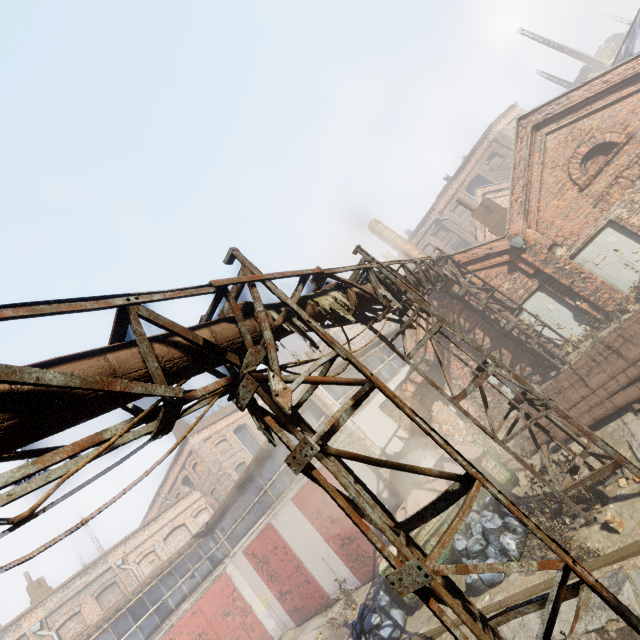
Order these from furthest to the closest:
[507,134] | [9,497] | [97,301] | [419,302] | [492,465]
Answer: [507,134], [492,465], [419,302], [97,301], [9,497]

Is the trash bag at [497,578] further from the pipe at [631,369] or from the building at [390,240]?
the building at [390,240]

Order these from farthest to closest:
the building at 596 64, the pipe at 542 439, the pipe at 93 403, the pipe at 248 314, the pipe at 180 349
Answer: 1. the building at 596 64
2. the pipe at 542 439
3. the pipe at 248 314
4. the pipe at 180 349
5. the pipe at 93 403

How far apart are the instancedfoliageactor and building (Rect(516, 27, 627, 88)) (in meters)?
45.44

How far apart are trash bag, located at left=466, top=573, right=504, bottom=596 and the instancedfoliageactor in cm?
141

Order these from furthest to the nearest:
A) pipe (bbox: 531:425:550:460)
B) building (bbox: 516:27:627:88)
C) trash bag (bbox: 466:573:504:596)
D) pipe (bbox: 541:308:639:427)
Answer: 1. building (bbox: 516:27:627:88)
2. pipe (bbox: 531:425:550:460)
3. pipe (bbox: 541:308:639:427)
4. trash bag (bbox: 466:573:504:596)

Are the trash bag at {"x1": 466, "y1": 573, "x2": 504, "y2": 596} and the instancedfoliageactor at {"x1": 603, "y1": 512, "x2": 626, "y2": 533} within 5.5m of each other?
yes

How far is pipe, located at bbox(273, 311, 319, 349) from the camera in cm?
404
